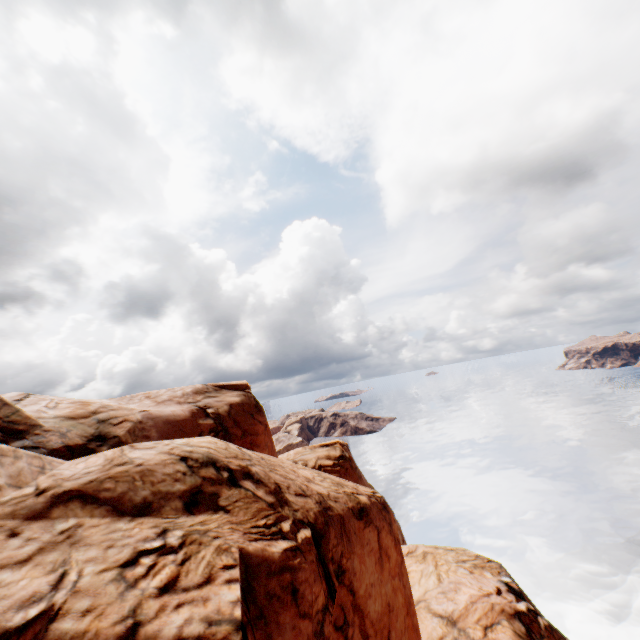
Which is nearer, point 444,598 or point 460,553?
point 444,598
